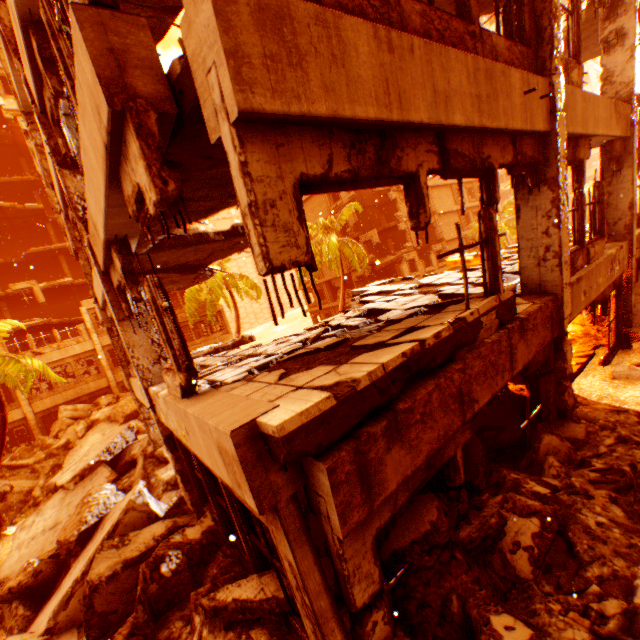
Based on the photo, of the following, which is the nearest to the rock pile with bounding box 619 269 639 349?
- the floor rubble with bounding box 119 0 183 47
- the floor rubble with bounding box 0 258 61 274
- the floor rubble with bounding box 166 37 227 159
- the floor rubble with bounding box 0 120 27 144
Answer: the floor rubble with bounding box 166 37 227 159

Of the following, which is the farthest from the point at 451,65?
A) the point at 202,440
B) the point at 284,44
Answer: the point at 202,440

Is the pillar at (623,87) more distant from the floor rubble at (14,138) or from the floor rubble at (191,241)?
the floor rubble at (14,138)

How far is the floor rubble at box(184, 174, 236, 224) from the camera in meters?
4.2

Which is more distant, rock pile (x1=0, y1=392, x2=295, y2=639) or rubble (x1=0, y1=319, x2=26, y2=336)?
rubble (x1=0, y1=319, x2=26, y2=336)

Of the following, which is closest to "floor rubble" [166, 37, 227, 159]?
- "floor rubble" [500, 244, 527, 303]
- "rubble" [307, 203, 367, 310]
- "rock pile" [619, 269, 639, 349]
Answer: "floor rubble" [500, 244, 527, 303]

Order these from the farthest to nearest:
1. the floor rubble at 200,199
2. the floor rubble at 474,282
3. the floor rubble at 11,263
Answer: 1. the floor rubble at 11,263
2. the floor rubble at 474,282
3. the floor rubble at 200,199

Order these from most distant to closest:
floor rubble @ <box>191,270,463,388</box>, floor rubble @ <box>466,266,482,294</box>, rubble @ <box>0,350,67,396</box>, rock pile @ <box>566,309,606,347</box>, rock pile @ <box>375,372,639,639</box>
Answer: rubble @ <box>0,350,67,396</box> → rock pile @ <box>566,309,606,347</box> → floor rubble @ <box>466,266,482,294</box> → floor rubble @ <box>191,270,463,388</box> → rock pile @ <box>375,372,639,639</box>
